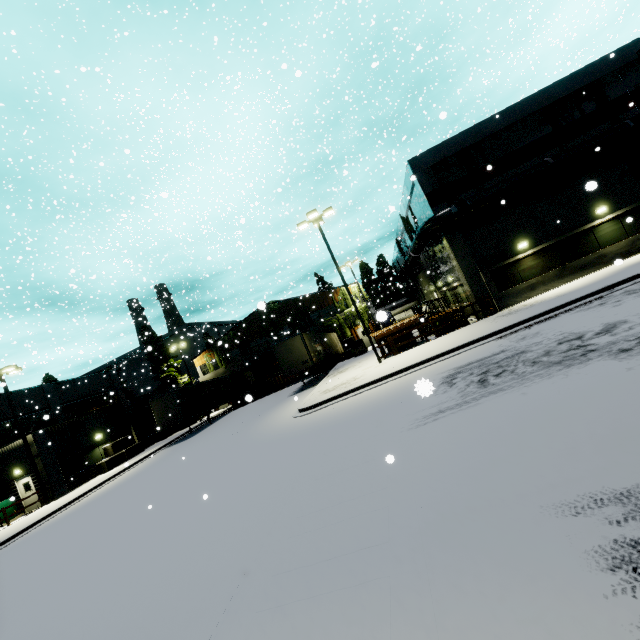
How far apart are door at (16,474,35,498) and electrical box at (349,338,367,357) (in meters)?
25.85

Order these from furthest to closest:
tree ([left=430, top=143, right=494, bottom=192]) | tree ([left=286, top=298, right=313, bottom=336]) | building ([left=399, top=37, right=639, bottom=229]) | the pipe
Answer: tree ([left=286, top=298, right=313, bottom=336]), tree ([left=430, top=143, right=494, bottom=192]), building ([left=399, top=37, right=639, bottom=229]), the pipe

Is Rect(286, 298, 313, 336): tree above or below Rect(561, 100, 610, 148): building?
below

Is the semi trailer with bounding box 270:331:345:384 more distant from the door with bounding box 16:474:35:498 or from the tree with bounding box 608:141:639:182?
the tree with bounding box 608:141:639:182

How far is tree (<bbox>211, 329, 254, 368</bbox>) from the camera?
41.50m

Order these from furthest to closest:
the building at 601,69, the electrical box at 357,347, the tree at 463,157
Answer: the electrical box at 357,347, the tree at 463,157, the building at 601,69

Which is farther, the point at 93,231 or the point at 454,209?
the point at 93,231

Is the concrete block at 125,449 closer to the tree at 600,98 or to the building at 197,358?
the building at 197,358
